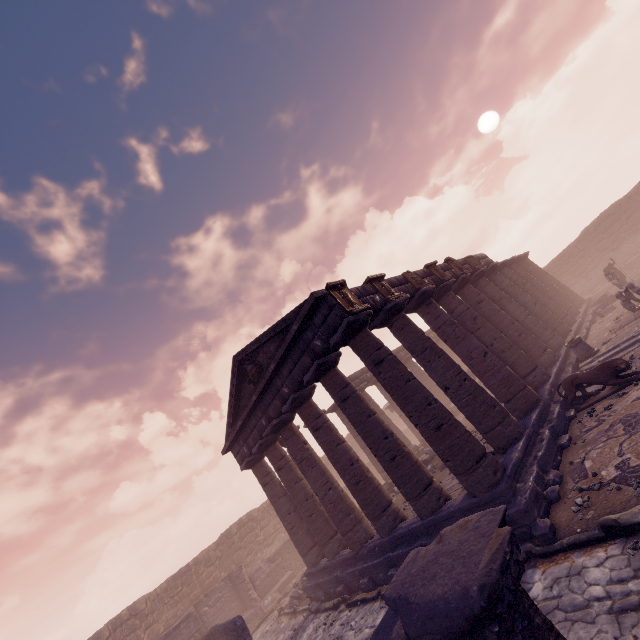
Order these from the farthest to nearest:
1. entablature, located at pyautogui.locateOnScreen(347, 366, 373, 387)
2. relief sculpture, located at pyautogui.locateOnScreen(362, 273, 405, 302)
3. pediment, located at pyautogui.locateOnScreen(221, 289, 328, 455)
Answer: entablature, located at pyautogui.locateOnScreen(347, 366, 373, 387) → relief sculpture, located at pyautogui.locateOnScreen(362, 273, 405, 302) → pediment, located at pyautogui.locateOnScreen(221, 289, 328, 455)

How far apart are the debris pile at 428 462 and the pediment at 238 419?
6.9 meters

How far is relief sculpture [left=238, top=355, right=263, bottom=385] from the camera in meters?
13.2 m

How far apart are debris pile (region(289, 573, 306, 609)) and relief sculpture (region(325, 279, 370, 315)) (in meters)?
13.40

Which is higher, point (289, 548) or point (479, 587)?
point (479, 587)

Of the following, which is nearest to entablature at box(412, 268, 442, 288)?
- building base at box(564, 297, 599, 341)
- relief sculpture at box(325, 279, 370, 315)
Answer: relief sculpture at box(325, 279, 370, 315)

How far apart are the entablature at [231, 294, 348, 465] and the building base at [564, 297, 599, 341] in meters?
5.3 m

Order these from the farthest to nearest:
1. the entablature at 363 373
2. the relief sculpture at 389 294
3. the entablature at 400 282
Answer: the entablature at 363 373
the entablature at 400 282
the relief sculpture at 389 294
